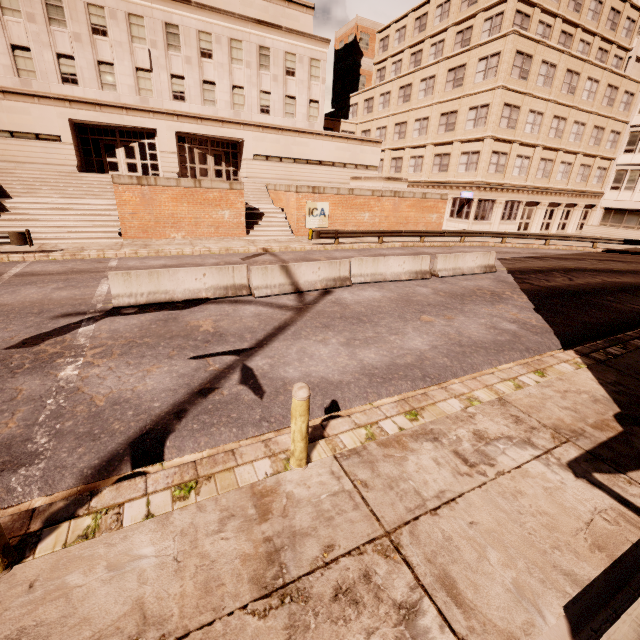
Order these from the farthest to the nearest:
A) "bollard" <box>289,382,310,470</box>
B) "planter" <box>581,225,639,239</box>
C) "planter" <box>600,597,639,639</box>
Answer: "planter" <box>581,225,639,239</box>
"bollard" <box>289,382,310,470</box>
"planter" <box>600,597,639,639</box>

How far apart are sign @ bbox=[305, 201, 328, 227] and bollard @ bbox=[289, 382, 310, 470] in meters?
20.0 m

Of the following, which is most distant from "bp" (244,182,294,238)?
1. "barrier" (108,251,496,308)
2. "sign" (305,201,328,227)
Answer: "barrier" (108,251,496,308)

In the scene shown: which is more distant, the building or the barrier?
the building

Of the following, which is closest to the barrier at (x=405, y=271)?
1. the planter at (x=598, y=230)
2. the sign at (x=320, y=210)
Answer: the sign at (x=320, y=210)

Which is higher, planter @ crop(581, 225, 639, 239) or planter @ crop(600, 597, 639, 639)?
planter @ crop(581, 225, 639, 239)

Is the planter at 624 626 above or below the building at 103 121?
below

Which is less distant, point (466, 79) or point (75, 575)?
point (75, 575)
